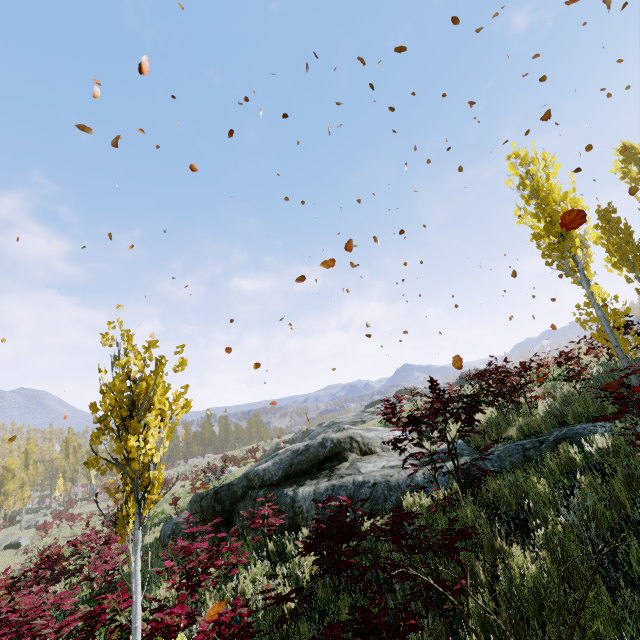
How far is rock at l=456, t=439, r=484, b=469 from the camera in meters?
6.3

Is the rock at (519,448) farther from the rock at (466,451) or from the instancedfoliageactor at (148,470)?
the instancedfoliageactor at (148,470)

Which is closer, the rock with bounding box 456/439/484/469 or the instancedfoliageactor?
the instancedfoliageactor

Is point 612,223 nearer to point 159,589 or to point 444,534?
point 444,534

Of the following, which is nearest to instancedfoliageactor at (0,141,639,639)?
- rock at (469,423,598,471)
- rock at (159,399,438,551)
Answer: rock at (469,423,598,471)

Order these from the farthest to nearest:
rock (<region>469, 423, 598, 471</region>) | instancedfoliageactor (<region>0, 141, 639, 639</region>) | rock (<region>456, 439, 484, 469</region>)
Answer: rock (<region>456, 439, 484, 469</region>), rock (<region>469, 423, 598, 471</region>), instancedfoliageactor (<region>0, 141, 639, 639</region>)

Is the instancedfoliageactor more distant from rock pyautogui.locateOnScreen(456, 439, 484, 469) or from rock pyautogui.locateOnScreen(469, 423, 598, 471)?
rock pyautogui.locateOnScreen(456, 439, 484, 469)
